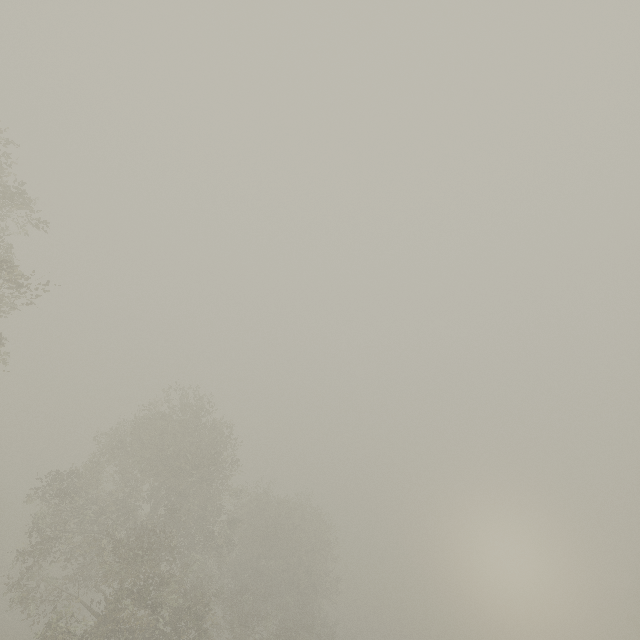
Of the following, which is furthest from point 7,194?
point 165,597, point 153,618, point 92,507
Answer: point 92,507
